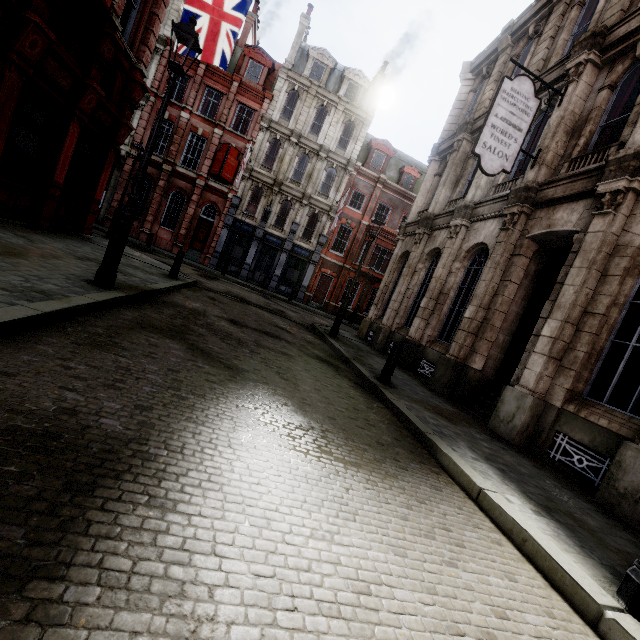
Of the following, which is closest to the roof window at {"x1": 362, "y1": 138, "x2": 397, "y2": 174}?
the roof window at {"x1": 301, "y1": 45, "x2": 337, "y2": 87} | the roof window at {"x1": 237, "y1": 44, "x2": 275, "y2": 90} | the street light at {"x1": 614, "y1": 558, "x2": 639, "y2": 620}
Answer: the roof window at {"x1": 301, "y1": 45, "x2": 337, "y2": 87}

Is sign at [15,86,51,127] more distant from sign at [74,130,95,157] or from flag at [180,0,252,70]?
flag at [180,0,252,70]

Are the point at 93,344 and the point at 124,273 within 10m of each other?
yes

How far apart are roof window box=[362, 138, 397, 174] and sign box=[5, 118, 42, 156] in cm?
2365

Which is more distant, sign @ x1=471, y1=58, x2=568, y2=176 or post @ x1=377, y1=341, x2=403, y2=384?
sign @ x1=471, y1=58, x2=568, y2=176

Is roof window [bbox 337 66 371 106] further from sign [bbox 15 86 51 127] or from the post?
the post

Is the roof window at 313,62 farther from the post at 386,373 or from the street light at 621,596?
the street light at 621,596

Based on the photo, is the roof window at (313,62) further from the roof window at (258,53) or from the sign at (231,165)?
the sign at (231,165)
